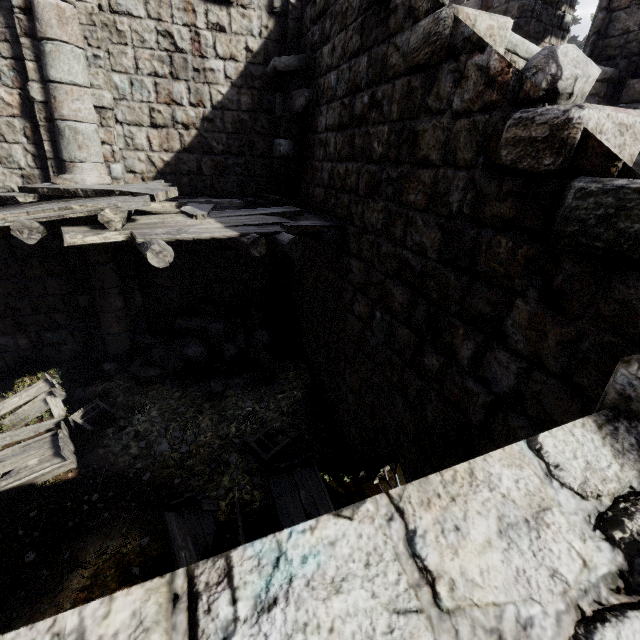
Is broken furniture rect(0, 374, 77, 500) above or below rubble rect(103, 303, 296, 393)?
below

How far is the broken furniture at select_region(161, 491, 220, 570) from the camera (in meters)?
4.82

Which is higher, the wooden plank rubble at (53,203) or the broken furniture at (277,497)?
the wooden plank rubble at (53,203)

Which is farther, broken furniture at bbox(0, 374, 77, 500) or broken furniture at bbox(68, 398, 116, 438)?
broken furniture at bbox(68, 398, 116, 438)

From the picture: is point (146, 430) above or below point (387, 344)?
below

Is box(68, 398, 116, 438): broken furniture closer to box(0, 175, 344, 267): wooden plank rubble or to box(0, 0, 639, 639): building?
box(0, 0, 639, 639): building

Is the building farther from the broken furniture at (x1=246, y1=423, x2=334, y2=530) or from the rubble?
the broken furniture at (x1=246, y1=423, x2=334, y2=530)

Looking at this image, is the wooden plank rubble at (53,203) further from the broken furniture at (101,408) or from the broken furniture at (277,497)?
the broken furniture at (277,497)
